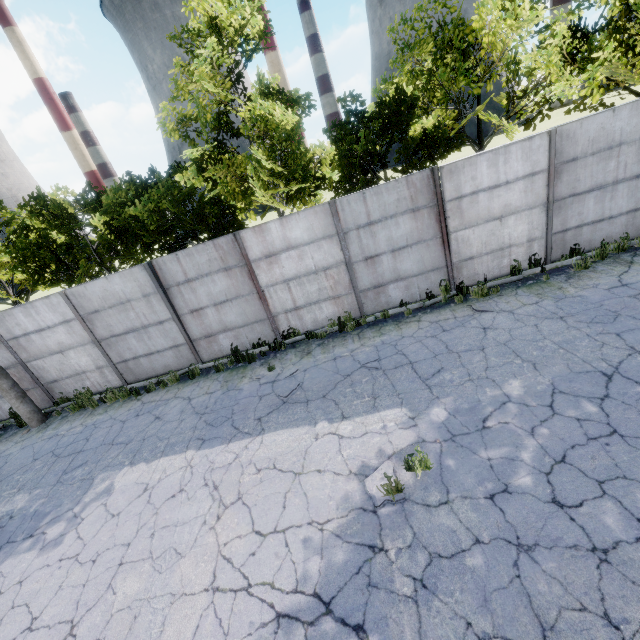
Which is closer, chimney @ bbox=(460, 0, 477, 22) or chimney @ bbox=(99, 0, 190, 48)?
chimney @ bbox=(99, 0, 190, 48)

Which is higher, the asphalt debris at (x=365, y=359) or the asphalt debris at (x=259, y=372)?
the asphalt debris at (x=259, y=372)

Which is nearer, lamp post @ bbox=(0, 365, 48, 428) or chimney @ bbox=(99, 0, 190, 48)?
lamp post @ bbox=(0, 365, 48, 428)

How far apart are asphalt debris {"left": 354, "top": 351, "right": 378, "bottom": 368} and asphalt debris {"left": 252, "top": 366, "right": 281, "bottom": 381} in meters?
1.6

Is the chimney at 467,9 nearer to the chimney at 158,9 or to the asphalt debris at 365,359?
the chimney at 158,9

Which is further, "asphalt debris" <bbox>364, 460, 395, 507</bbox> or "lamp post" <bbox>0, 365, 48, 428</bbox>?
"lamp post" <bbox>0, 365, 48, 428</bbox>

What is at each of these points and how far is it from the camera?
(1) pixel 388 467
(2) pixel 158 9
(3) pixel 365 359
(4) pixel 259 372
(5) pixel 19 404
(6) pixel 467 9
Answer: (1) asphalt debris, 5.3 meters
(2) chimney, 57.5 meters
(3) asphalt debris, 8.2 meters
(4) asphalt debris, 9.2 meters
(5) lamp post, 10.3 meters
(6) chimney, 58.9 meters

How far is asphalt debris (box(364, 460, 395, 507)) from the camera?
4.8m
